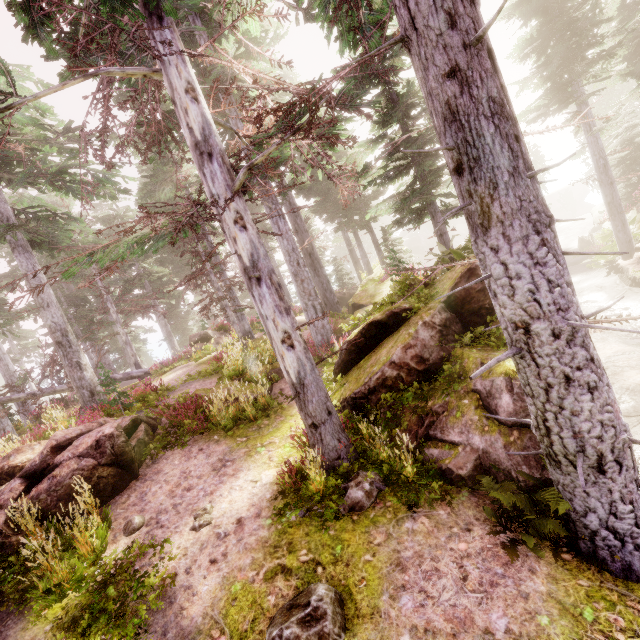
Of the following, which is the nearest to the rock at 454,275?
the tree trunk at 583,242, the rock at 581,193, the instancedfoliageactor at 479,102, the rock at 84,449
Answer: the instancedfoliageactor at 479,102

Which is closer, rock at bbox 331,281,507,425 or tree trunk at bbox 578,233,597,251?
rock at bbox 331,281,507,425

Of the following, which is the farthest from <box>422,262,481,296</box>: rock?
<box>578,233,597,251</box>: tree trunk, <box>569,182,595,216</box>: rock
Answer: <box>569,182,595,216</box>: rock

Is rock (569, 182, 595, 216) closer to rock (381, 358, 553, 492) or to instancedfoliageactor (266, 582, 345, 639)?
instancedfoliageactor (266, 582, 345, 639)

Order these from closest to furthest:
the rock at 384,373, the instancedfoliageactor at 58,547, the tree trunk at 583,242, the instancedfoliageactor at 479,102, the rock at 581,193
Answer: the instancedfoliageactor at 479,102
the instancedfoliageactor at 58,547
the rock at 384,373
the tree trunk at 583,242
the rock at 581,193

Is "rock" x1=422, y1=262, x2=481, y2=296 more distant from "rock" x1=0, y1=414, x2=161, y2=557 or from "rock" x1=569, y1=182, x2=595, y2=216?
"rock" x1=569, y1=182, x2=595, y2=216

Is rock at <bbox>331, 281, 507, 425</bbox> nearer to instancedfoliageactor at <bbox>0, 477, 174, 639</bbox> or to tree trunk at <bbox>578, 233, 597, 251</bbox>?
instancedfoliageactor at <bbox>0, 477, 174, 639</bbox>

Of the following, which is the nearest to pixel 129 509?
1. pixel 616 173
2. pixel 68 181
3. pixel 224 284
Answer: pixel 68 181
